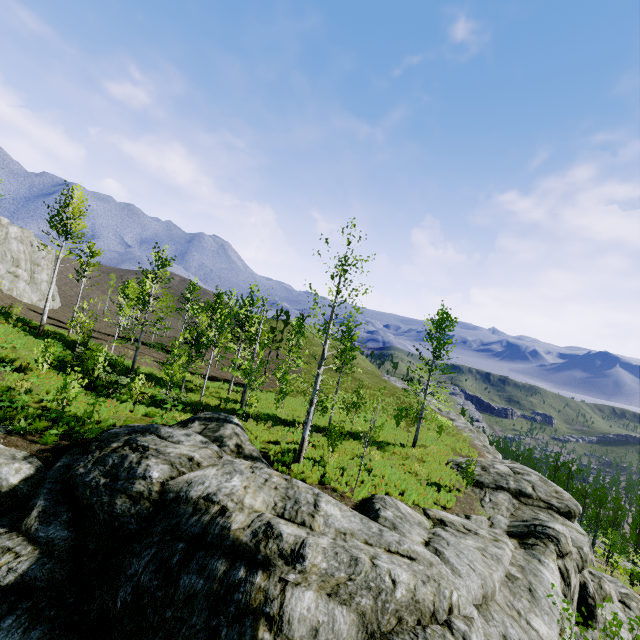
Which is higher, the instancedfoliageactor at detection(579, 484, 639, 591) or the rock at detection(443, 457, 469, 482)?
the rock at detection(443, 457, 469, 482)

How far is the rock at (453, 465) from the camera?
21.0m

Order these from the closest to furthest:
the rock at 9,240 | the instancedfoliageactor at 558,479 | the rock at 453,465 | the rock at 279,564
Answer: the rock at 279,564
the rock at 453,465
the rock at 9,240
the instancedfoliageactor at 558,479

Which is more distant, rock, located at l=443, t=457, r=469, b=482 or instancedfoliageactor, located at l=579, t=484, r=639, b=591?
instancedfoliageactor, located at l=579, t=484, r=639, b=591

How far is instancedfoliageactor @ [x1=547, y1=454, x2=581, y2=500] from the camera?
46.4m

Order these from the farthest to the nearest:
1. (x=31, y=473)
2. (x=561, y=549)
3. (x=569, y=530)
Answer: (x=569, y=530) < (x=561, y=549) < (x=31, y=473)
